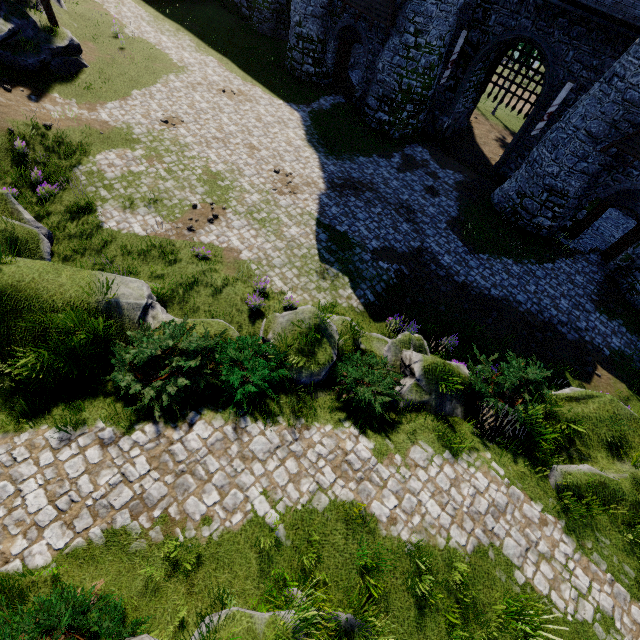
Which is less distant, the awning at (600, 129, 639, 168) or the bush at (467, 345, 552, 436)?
the bush at (467, 345, 552, 436)

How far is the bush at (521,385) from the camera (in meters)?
9.03

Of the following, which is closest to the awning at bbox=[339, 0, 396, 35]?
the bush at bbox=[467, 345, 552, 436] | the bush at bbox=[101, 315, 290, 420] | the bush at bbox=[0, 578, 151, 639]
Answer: the bush at bbox=[467, 345, 552, 436]

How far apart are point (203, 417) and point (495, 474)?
7.4m

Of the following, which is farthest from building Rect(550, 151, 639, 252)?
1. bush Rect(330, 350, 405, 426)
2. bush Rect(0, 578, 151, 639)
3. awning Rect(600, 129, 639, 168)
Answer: bush Rect(0, 578, 151, 639)

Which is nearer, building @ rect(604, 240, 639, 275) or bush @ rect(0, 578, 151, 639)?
bush @ rect(0, 578, 151, 639)

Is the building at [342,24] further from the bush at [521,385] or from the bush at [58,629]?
the bush at [58,629]

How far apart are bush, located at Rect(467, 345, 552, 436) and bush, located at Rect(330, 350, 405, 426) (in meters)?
2.31
